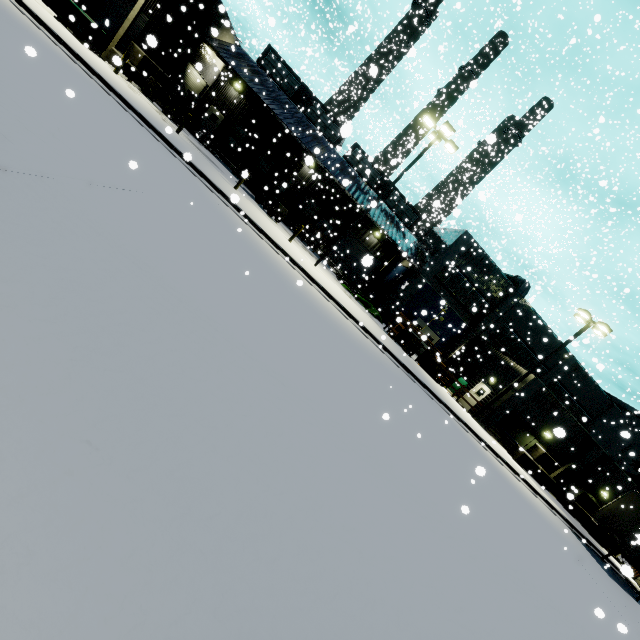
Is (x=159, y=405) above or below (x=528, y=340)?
below

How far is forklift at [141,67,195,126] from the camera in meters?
19.9 m

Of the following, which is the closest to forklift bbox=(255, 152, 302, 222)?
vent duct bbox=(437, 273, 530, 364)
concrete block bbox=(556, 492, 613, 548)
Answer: vent duct bbox=(437, 273, 530, 364)

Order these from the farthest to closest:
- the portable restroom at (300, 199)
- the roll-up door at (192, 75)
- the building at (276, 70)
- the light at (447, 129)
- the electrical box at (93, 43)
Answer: the portable restroom at (300, 199) → the roll-up door at (192, 75) → the building at (276, 70) → the light at (447, 129) → the electrical box at (93, 43)

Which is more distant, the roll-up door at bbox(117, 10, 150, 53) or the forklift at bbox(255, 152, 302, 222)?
the roll-up door at bbox(117, 10, 150, 53)

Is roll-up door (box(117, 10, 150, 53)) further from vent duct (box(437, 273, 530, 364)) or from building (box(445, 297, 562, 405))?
vent duct (box(437, 273, 530, 364))

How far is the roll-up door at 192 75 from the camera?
24.9m

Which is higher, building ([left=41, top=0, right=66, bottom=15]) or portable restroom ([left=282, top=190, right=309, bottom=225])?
portable restroom ([left=282, top=190, right=309, bottom=225])
